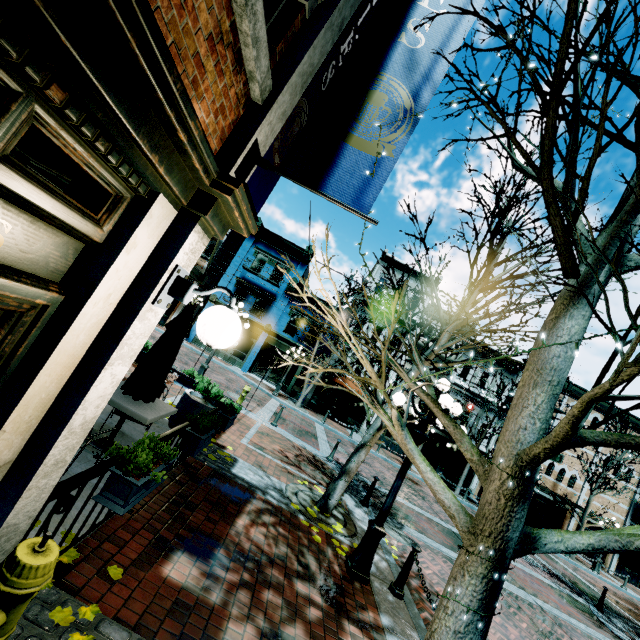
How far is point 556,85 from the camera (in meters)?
2.10

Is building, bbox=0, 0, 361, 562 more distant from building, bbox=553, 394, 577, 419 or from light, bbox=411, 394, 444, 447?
building, bbox=553, 394, 577, 419

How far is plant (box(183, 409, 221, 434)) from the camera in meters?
4.9

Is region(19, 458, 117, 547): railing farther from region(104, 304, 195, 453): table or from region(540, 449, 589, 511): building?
region(540, 449, 589, 511): building

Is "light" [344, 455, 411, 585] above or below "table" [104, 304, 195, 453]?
below

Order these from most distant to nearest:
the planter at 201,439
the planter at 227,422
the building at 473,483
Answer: the building at 473,483 < the planter at 227,422 < the planter at 201,439

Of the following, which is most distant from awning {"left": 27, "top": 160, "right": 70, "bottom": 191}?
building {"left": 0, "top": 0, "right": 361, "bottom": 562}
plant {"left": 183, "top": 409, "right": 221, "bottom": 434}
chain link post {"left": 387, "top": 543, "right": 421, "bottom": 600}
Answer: chain link post {"left": 387, "top": 543, "right": 421, "bottom": 600}

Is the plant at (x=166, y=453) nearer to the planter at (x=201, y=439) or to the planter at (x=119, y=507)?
the planter at (x=119, y=507)
